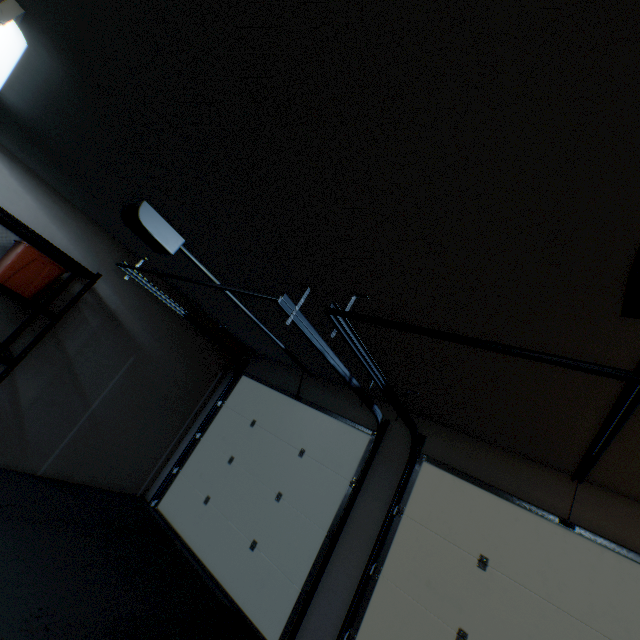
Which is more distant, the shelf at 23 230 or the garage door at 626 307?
the shelf at 23 230

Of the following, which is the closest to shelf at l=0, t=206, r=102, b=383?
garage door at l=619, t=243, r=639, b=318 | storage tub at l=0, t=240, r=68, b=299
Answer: storage tub at l=0, t=240, r=68, b=299

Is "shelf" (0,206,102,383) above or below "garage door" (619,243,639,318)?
below

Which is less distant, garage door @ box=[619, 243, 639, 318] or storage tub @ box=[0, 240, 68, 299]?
garage door @ box=[619, 243, 639, 318]

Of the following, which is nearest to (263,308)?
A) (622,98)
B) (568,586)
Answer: (622,98)

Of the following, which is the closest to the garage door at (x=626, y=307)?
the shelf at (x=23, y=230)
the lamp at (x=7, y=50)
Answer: the lamp at (x=7, y=50)

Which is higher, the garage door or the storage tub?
the garage door

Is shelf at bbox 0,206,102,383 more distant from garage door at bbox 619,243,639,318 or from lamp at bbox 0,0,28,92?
garage door at bbox 619,243,639,318
